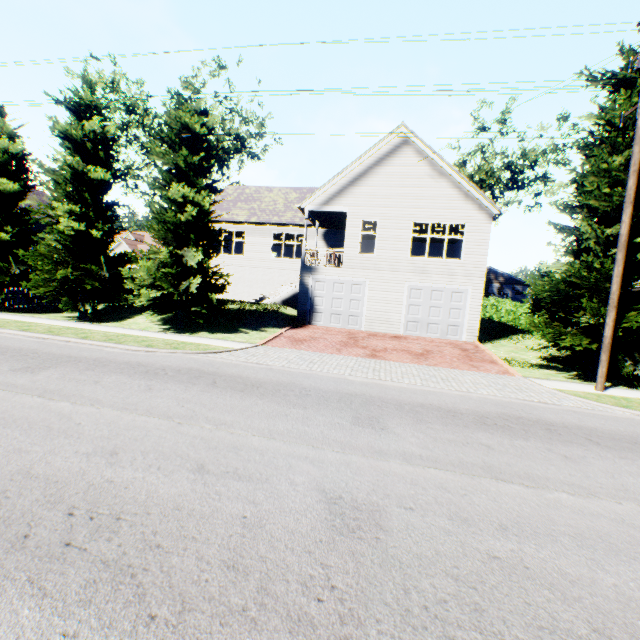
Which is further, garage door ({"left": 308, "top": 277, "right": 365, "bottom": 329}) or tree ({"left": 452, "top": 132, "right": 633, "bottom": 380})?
garage door ({"left": 308, "top": 277, "right": 365, "bottom": 329})

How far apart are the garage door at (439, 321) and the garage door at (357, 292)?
2.2 meters

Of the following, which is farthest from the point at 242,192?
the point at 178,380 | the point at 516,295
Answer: the point at 516,295

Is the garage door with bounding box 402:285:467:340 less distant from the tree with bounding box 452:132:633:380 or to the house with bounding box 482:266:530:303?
the tree with bounding box 452:132:633:380

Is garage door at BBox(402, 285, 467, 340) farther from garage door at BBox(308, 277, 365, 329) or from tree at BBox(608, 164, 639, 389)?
tree at BBox(608, 164, 639, 389)

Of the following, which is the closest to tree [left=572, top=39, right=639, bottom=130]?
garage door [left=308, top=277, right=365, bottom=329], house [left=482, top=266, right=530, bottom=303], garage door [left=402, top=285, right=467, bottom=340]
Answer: house [left=482, top=266, right=530, bottom=303]

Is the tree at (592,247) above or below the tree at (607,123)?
below

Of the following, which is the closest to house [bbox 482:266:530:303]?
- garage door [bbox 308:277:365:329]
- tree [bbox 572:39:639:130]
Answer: tree [bbox 572:39:639:130]
